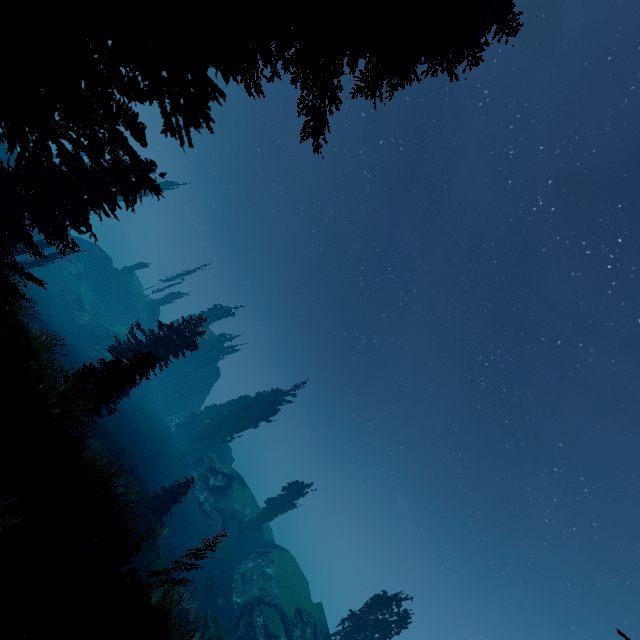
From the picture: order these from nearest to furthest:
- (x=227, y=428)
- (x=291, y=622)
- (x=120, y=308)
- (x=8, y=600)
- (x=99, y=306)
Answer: (x=8, y=600) → (x=291, y=622) → (x=227, y=428) → (x=99, y=306) → (x=120, y=308)

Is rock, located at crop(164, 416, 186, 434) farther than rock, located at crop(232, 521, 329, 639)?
Yes

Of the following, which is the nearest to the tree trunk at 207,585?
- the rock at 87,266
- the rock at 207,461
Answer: the rock at 207,461

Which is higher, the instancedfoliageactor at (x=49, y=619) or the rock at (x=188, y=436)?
the rock at (x=188, y=436)

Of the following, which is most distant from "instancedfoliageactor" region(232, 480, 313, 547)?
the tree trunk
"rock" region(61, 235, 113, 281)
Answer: the tree trunk

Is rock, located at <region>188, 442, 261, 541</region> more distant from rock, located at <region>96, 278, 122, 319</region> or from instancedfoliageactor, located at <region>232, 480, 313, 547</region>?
rock, located at <region>96, 278, 122, 319</region>

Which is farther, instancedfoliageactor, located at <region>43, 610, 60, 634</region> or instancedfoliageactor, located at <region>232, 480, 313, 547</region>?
instancedfoliageactor, located at <region>232, 480, 313, 547</region>
